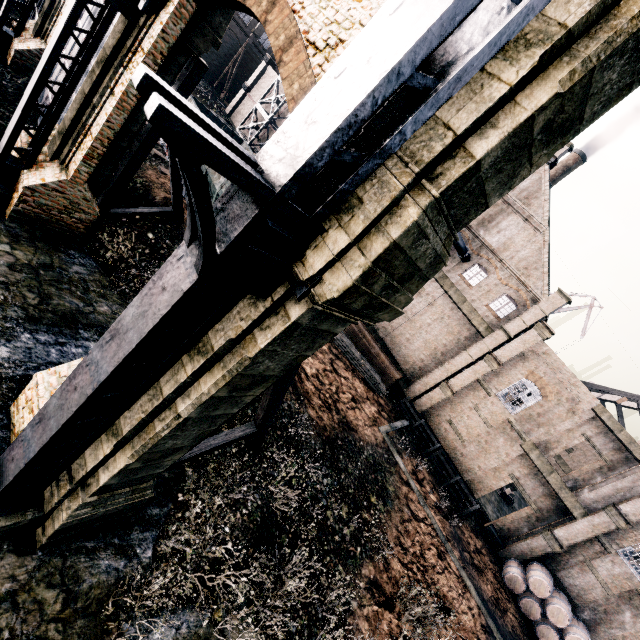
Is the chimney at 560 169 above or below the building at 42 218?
above

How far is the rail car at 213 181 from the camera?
16.3 meters

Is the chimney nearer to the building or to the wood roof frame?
the building

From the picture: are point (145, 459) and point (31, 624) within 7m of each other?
yes

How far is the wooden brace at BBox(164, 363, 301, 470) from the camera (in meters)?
8.59

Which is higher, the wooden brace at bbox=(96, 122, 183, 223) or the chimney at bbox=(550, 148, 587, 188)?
the chimney at bbox=(550, 148, 587, 188)

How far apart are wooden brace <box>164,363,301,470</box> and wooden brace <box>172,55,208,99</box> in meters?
11.7 m
